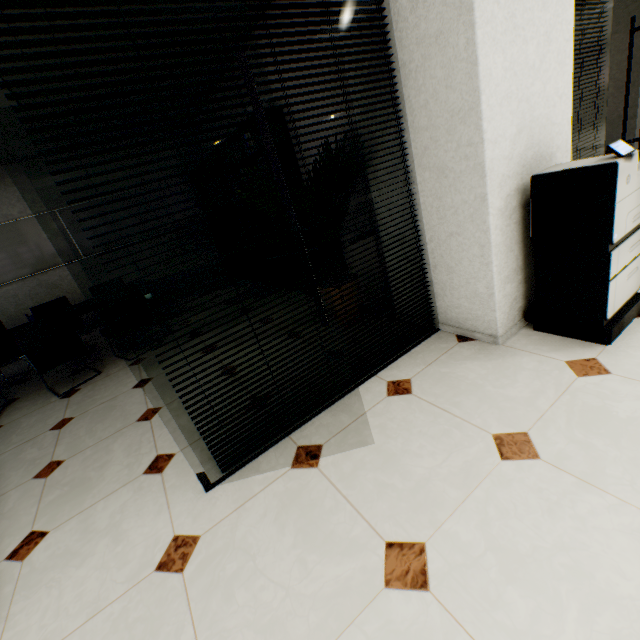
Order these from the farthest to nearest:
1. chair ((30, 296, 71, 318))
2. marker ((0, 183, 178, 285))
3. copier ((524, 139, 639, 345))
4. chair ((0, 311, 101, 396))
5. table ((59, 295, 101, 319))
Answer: marker ((0, 183, 178, 285)) → chair ((30, 296, 71, 318)) → table ((59, 295, 101, 319)) → chair ((0, 311, 101, 396)) → copier ((524, 139, 639, 345))

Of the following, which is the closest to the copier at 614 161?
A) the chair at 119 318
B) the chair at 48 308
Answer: the chair at 119 318

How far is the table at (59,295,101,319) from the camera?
4.1 meters

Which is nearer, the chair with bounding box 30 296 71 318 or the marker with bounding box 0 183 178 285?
the chair with bounding box 30 296 71 318

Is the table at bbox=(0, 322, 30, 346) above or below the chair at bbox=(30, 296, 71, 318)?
below

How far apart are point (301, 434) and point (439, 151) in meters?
2.0

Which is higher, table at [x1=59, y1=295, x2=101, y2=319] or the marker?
the marker

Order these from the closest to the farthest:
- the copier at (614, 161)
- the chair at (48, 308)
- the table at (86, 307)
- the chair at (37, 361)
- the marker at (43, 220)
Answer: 1. the copier at (614, 161)
2. the chair at (37, 361)
3. the table at (86, 307)
4. the chair at (48, 308)
5. the marker at (43, 220)
